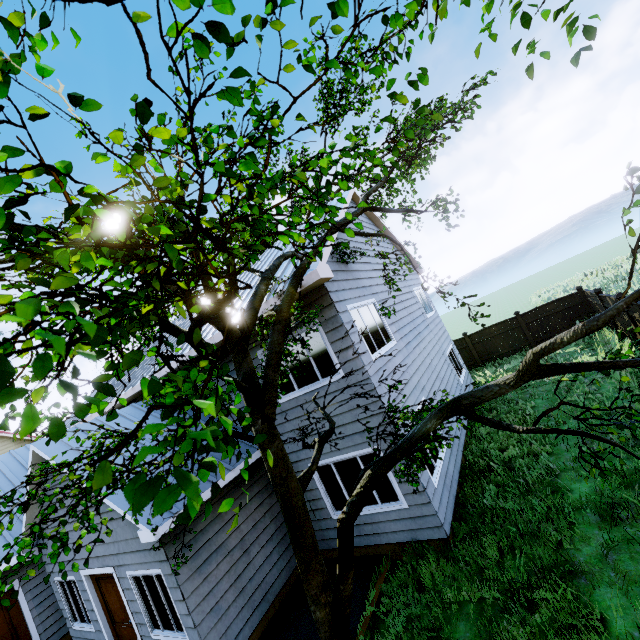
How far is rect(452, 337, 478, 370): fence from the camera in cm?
1772

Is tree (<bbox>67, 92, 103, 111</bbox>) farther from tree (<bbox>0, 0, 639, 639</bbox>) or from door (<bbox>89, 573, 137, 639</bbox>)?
door (<bbox>89, 573, 137, 639</bbox>)

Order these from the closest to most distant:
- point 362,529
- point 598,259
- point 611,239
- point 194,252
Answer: point 194,252, point 362,529, point 598,259, point 611,239

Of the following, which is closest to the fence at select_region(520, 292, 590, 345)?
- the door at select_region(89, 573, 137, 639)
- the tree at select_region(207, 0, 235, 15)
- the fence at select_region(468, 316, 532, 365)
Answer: the tree at select_region(207, 0, 235, 15)

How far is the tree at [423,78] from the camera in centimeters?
157cm

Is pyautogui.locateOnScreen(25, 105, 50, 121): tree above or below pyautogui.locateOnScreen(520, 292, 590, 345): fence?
above

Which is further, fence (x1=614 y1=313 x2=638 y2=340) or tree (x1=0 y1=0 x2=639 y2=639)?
fence (x1=614 y1=313 x2=638 y2=340)

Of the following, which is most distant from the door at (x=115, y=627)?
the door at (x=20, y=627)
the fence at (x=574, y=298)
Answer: the fence at (x=574, y=298)
